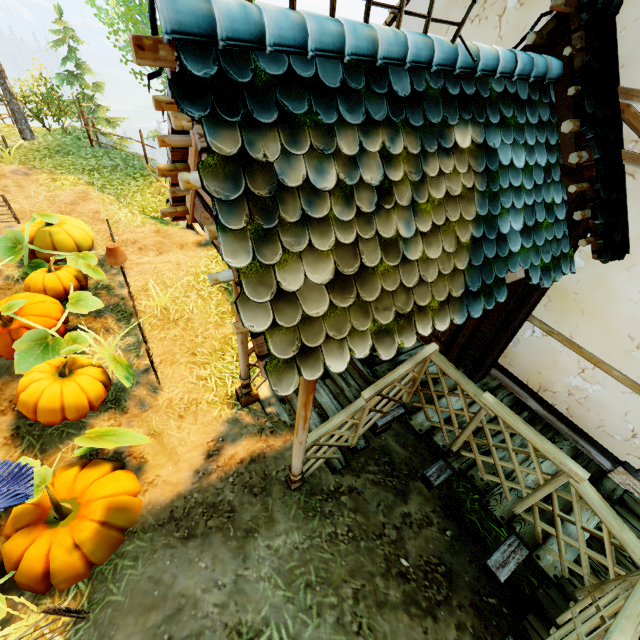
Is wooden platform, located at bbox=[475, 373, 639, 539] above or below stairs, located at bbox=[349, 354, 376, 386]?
above

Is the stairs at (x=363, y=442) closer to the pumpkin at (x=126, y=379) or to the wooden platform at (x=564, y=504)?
the wooden platform at (x=564, y=504)

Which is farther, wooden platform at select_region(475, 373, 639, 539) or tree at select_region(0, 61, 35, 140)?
tree at select_region(0, 61, 35, 140)

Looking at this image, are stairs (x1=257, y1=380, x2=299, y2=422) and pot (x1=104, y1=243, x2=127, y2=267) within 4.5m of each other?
yes

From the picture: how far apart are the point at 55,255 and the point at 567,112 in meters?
7.7

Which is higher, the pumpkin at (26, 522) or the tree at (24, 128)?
the tree at (24, 128)

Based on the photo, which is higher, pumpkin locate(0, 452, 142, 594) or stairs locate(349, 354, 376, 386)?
stairs locate(349, 354, 376, 386)

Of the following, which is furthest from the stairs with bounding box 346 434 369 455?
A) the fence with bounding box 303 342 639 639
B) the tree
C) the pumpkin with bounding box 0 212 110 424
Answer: the tree
